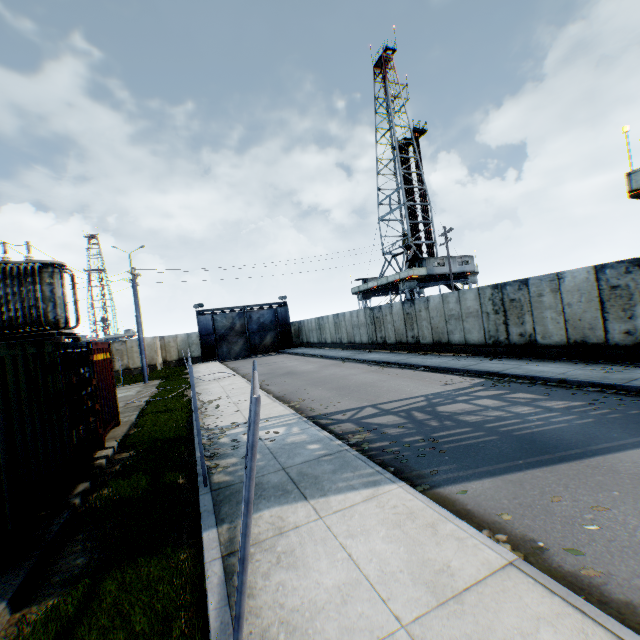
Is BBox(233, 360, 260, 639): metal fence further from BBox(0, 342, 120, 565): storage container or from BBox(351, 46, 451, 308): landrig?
BBox(351, 46, 451, 308): landrig

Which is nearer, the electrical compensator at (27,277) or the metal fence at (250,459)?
the metal fence at (250,459)

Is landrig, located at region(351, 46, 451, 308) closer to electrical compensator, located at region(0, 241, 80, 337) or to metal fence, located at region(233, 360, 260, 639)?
metal fence, located at region(233, 360, 260, 639)

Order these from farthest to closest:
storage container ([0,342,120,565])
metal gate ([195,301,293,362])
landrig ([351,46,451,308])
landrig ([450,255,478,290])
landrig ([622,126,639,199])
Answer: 1. metal gate ([195,301,293,362])
2. landrig ([450,255,478,290])
3. landrig ([351,46,451,308])
4. landrig ([622,126,639,199])
5. storage container ([0,342,120,565])

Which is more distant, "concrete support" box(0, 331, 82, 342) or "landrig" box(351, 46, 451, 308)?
"landrig" box(351, 46, 451, 308)

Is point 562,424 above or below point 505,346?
below

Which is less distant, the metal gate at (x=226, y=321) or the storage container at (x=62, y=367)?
the storage container at (x=62, y=367)

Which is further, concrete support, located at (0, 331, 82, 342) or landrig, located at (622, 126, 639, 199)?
landrig, located at (622, 126, 639, 199)
